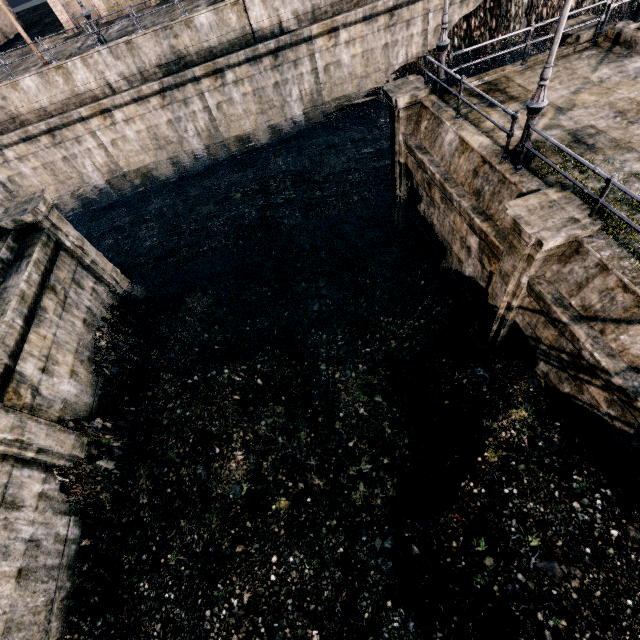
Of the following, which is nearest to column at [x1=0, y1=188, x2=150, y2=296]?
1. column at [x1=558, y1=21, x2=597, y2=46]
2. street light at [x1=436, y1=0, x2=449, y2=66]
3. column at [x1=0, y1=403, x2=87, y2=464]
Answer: column at [x1=0, y1=403, x2=87, y2=464]

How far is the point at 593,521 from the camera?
7.39m

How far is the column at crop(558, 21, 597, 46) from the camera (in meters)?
11.90

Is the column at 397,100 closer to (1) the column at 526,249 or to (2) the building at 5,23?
(1) the column at 526,249

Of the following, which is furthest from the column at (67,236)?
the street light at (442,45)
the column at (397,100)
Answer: the street light at (442,45)

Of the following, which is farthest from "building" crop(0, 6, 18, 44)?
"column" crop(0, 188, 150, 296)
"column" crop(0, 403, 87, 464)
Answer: "column" crop(0, 403, 87, 464)

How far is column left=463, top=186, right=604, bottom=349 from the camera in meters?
7.1

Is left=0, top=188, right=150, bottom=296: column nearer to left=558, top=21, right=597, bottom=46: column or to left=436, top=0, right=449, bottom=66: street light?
left=436, top=0, right=449, bottom=66: street light
